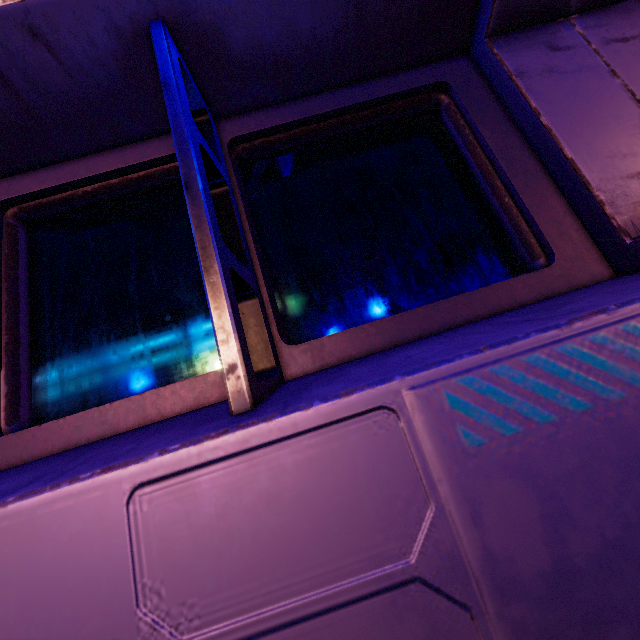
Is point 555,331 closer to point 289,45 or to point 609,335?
point 609,335
